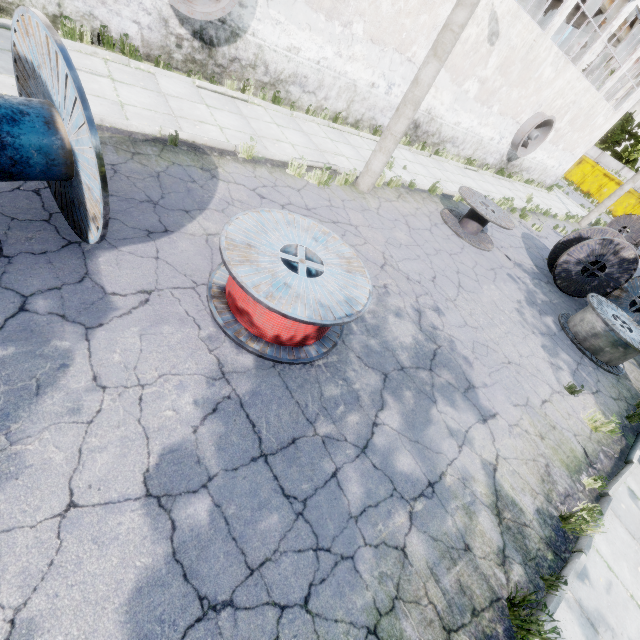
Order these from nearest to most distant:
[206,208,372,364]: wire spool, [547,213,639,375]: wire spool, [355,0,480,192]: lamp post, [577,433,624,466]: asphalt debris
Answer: [206,208,372,364]: wire spool → [577,433,624,466]: asphalt debris → [355,0,480,192]: lamp post → [547,213,639,375]: wire spool

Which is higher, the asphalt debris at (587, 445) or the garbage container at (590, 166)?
the garbage container at (590, 166)

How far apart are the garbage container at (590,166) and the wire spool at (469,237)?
32.1m

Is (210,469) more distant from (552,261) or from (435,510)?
(552,261)

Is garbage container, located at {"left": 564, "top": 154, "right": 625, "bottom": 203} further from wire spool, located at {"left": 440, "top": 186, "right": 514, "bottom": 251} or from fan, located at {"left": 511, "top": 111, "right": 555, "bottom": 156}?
wire spool, located at {"left": 440, "top": 186, "right": 514, "bottom": 251}

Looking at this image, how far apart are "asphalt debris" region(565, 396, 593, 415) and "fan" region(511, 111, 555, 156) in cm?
1604

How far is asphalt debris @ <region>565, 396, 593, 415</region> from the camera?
6.4m

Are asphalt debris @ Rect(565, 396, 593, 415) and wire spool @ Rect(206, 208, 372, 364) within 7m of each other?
yes
